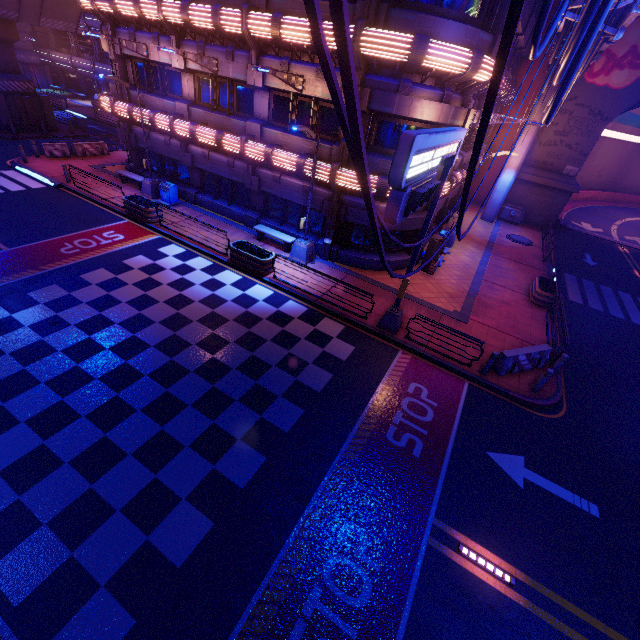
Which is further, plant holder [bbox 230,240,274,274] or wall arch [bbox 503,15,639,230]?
wall arch [bbox 503,15,639,230]

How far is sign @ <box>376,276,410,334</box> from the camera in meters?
11.9

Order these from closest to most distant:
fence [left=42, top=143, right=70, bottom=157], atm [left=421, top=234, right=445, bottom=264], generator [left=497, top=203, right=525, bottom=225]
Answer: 1. atm [left=421, top=234, right=445, bottom=264]
2. fence [left=42, top=143, right=70, bottom=157]
3. generator [left=497, top=203, right=525, bottom=225]

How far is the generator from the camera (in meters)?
28.55

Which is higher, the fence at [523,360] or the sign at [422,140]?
the sign at [422,140]

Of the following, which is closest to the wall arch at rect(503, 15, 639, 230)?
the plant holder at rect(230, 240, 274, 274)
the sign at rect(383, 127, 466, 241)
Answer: the sign at rect(383, 127, 466, 241)

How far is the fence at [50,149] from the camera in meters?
23.0 m

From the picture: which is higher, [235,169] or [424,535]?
[235,169]
